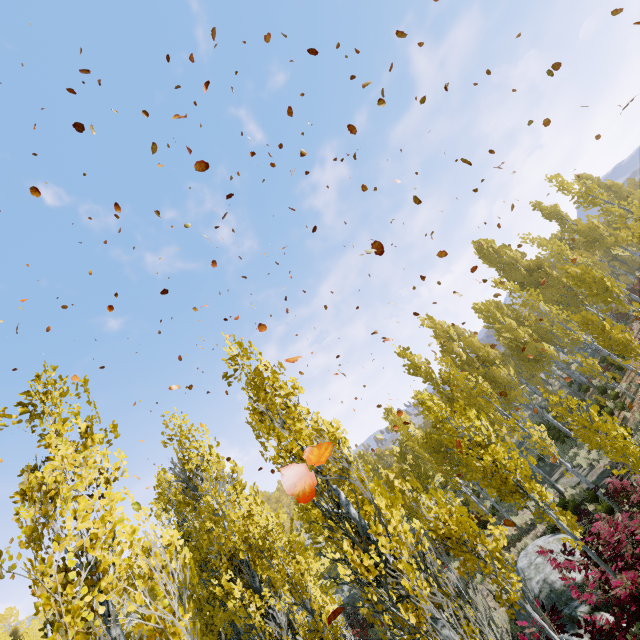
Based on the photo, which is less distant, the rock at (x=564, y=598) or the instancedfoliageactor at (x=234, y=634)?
the instancedfoliageactor at (x=234, y=634)

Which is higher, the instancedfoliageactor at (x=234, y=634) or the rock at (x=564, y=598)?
the instancedfoliageactor at (x=234, y=634)

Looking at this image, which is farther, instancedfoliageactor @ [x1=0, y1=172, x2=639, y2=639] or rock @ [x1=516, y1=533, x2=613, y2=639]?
rock @ [x1=516, y1=533, x2=613, y2=639]

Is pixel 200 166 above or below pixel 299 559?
above

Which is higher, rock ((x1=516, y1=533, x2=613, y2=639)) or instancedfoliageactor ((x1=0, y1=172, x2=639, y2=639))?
instancedfoliageactor ((x1=0, y1=172, x2=639, y2=639))
